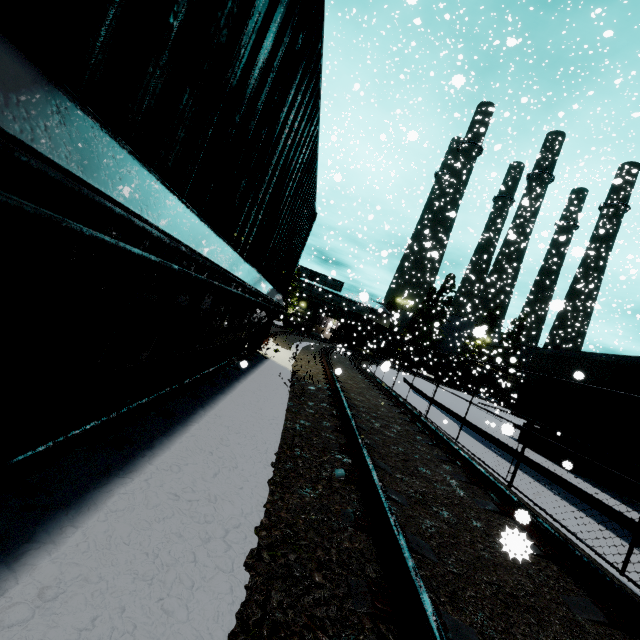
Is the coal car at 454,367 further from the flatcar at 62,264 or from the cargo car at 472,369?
the flatcar at 62,264

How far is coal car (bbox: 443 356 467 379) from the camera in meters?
49.2

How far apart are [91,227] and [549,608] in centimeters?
371cm

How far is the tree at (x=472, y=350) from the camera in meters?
16.7 m

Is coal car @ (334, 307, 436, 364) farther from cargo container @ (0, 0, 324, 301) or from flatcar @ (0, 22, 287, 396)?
flatcar @ (0, 22, 287, 396)

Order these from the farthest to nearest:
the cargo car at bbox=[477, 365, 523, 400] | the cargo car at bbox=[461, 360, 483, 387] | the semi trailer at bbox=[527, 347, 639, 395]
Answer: the cargo car at bbox=[461, 360, 483, 387]
the cargo car at bbox=[477, 365, 523, 400]
the semi trailer at bbox=[527, 347, 639, 395]

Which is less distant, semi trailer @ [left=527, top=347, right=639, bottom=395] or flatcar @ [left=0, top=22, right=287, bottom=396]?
flatcar @ [left=0, top=22, right=287, bottom=396]
